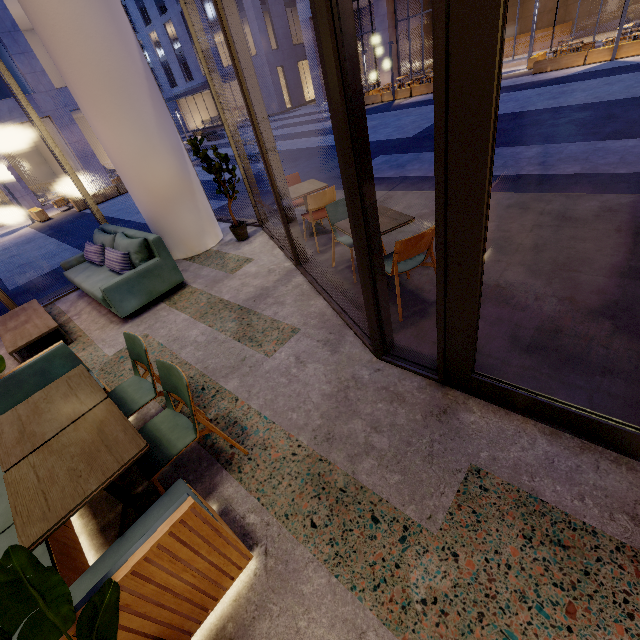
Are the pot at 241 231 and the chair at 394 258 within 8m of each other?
yes

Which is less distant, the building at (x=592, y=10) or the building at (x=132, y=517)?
the building at (x=132, y=517)

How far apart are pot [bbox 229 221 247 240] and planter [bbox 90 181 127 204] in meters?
13.6 m

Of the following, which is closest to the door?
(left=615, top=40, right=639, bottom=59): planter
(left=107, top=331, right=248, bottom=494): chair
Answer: (left=107, top=331, right=248, bottom=494): chair

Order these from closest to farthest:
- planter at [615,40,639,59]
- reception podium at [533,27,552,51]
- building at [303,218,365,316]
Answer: building at [303,218,365,316]
planter at [615,40,639,59]
reception podium at [533,27,552,51]

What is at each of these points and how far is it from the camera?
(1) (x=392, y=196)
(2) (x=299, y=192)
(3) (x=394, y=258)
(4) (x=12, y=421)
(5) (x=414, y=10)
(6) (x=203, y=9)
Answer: (1) building, 6.08m
(2) table, 4.96m
(3) chair, 2.96m
(4) table, 2.22m
(5) building, 24.23m
(6) building, 31.34m

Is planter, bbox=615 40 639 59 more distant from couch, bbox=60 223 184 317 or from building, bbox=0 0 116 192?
building, bbox=0 0 116 192

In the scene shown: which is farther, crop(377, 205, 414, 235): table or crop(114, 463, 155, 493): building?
crop(377, 205, 414, 235): table
